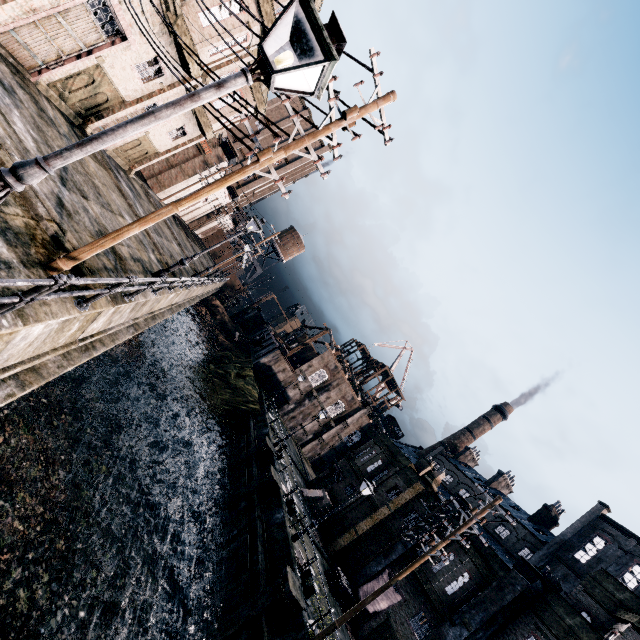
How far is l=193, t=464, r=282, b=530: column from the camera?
22.45m

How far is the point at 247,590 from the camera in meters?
16.0 m

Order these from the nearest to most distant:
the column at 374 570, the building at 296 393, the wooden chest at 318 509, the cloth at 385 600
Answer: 1. the cloth at 385 600
2. the column at 374 570
3. the building at 296 393
4. the wooden chest at 318 509

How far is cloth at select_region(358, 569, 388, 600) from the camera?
22.4 meters

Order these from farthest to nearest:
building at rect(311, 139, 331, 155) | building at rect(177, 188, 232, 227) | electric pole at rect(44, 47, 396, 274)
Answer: building at rect(311, 139, 331, 155) < building at rect(177, 188, 232, 227) < electric pole at rect(44, 47, 396, 274)

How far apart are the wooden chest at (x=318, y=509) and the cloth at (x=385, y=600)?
7.46m

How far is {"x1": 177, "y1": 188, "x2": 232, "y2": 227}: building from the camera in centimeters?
4797cm
